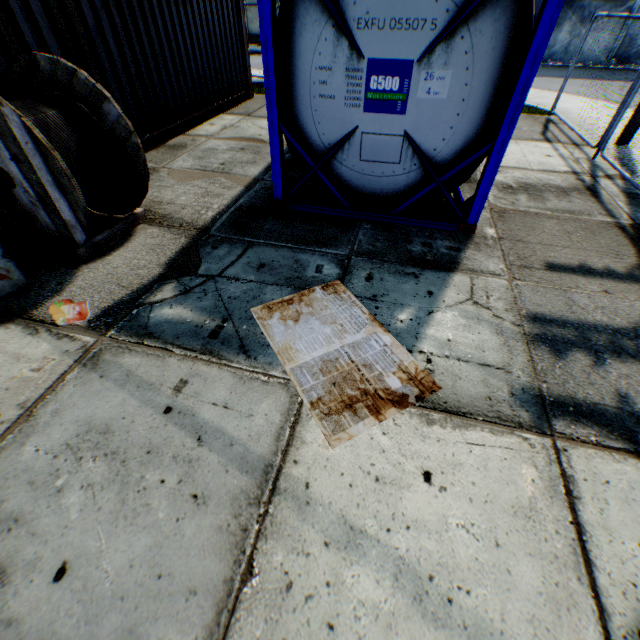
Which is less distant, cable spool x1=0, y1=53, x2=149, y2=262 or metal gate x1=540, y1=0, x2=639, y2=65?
cable spool x1=0, y1=53, x2=149, y2=262

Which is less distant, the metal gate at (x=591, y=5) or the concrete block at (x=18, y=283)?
the concrete block at (x=18, y=283)

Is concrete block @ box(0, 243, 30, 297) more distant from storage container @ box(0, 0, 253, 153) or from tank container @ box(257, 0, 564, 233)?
tank container @ box(257, 0, 564, 233)

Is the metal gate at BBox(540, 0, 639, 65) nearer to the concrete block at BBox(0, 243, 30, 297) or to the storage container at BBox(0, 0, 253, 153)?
the storage container at BBox(0, 0, 253, 153)

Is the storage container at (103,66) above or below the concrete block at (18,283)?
above

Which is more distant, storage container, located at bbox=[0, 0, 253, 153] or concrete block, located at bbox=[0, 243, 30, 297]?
storage container, located at bbox=[0, 0, 253, 153]

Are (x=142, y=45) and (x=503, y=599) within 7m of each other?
no

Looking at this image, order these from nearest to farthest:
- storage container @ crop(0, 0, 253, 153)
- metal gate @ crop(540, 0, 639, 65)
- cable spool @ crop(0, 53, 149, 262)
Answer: cable spool @ crop(0, 53, 149, 262) < storage container @ crop(0, 0, 253, 153) < metal gate @ crop(540, 0, 639, 65)
